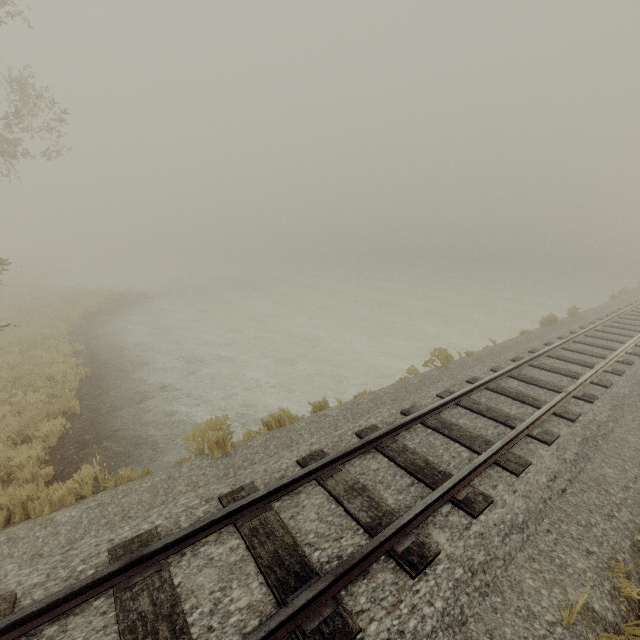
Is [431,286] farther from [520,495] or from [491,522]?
[491,522]
